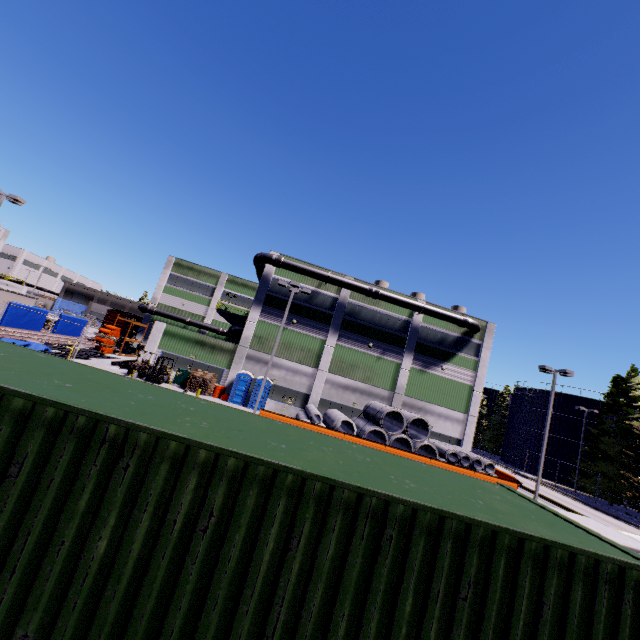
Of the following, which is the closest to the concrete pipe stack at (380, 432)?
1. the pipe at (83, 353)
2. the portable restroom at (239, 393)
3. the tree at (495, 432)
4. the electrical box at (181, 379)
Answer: the portable restroom at (239, 393)

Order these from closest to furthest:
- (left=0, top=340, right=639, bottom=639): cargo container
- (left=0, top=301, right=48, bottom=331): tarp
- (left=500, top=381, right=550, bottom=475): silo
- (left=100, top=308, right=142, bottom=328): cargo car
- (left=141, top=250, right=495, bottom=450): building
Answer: (left=0, top=340, right=639, bottom=639): cargo container → (left=0, top=301, right=48, bottom=331): tarp → (left=141, top=250, right=495, bottom=450): building → (left=100, top=308, right=142, bottom=328): cargo car → (left=500, top=381, right=550, bottom=475): silo

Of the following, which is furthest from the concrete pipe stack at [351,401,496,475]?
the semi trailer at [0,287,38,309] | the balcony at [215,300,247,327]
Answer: the semi trailer at [0,287,38,309]

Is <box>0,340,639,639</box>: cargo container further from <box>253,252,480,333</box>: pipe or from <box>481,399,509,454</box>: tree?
<box>481,399,509,454</box>: tree

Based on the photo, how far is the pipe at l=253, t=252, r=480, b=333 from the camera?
30.91m

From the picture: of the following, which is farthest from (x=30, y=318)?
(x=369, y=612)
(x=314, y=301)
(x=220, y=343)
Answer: (x=369, y=612)

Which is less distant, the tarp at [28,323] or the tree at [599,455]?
the tarp at [28,323]

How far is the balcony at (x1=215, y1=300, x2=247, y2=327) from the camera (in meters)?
31.19
